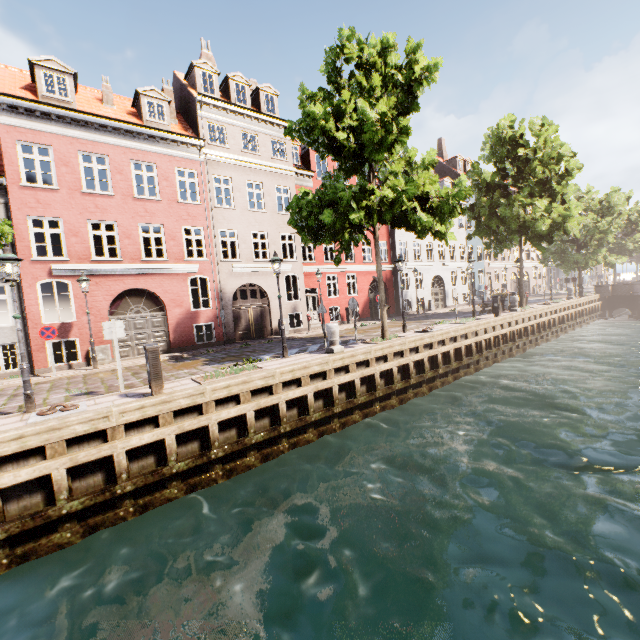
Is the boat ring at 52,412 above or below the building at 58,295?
below

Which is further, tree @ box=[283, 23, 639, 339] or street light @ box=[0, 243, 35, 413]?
tree @ box=[283, 23, 639, 339]

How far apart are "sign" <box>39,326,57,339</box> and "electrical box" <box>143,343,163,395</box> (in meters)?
7.25

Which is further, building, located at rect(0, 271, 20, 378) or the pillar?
building, located at rect(0, 271, 20, 378)

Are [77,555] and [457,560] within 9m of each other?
yes

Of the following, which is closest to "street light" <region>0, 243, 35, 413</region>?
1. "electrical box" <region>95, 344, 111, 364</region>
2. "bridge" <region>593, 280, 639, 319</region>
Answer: "electrical box" <region>95, 344, 111, 364</region>

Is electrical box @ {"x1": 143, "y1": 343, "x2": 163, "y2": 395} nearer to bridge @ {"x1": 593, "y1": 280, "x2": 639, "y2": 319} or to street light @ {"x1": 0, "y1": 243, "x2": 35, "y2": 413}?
street light @ {"x1": 0, "y1": 243, "x2": 35, "y2": 413}

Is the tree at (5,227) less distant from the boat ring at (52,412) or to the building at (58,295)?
the boat ring at (52,412)
